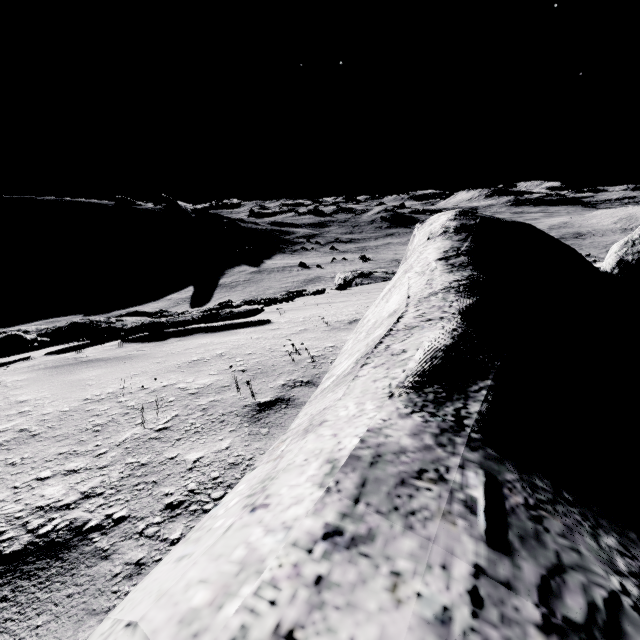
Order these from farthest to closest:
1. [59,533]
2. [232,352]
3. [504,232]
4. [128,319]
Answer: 1. [128,319]
2. [504,232]
3. [232,352]
4. [59,533]
